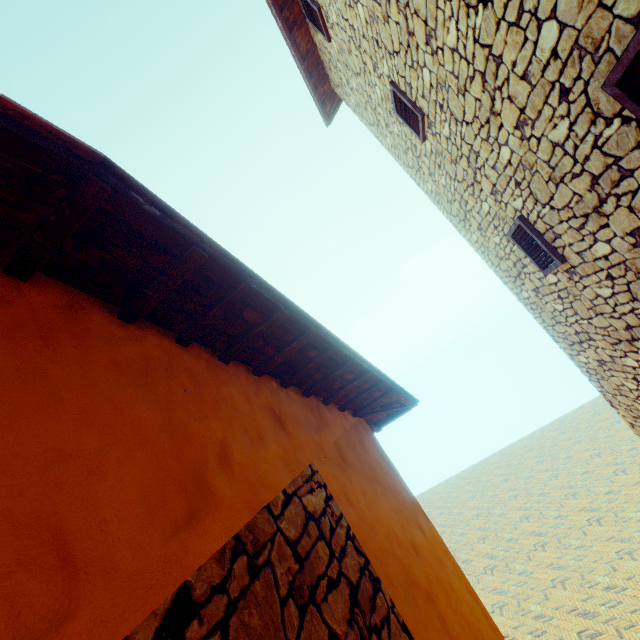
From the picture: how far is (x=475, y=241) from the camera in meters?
5.6 m
